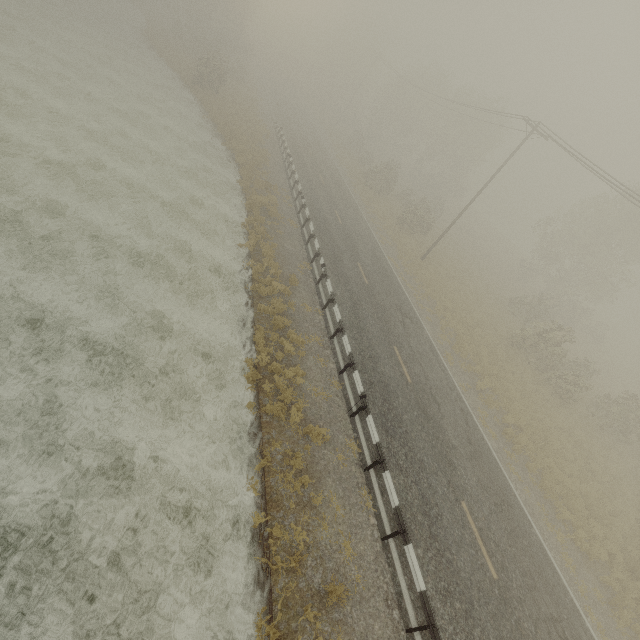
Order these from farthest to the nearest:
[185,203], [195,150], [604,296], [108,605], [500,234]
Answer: [500,234] → [604,296] → [195,150] → [185,203] → [108,605]
